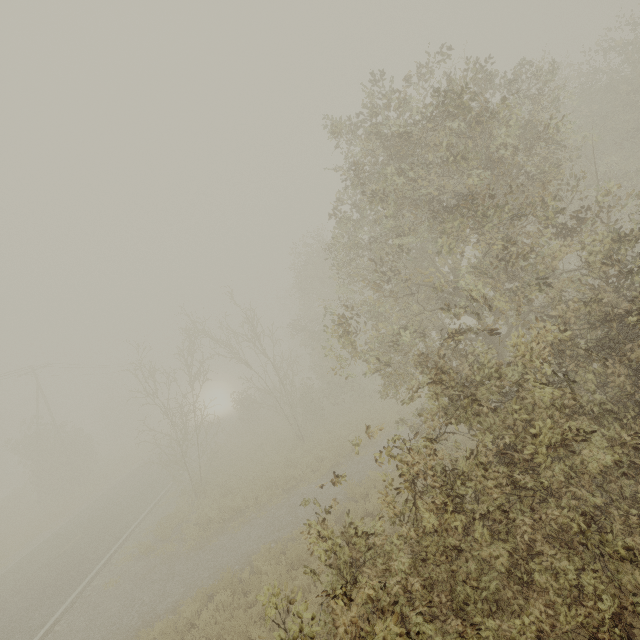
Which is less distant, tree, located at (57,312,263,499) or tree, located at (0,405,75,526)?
tree, located at (57,312,263,499)

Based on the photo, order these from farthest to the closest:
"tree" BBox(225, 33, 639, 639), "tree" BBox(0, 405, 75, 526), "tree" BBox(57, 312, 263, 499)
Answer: "tree" BBox(0, 405, 75, 526), "tree" BBox(57, 312, 263, 499), "tree" BBox(225, 33, 639, 639)

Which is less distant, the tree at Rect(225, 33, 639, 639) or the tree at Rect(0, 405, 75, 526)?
the tree at Rect(225, 33, 639, 639)

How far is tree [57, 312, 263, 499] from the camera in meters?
18.3

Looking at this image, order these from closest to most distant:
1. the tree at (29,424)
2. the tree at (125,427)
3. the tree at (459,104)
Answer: the tree at (459,104), the tree at (125,427), the tree at (29,424)

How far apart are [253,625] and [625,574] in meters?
8.6

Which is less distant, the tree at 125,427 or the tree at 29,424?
the tree at 125,427
